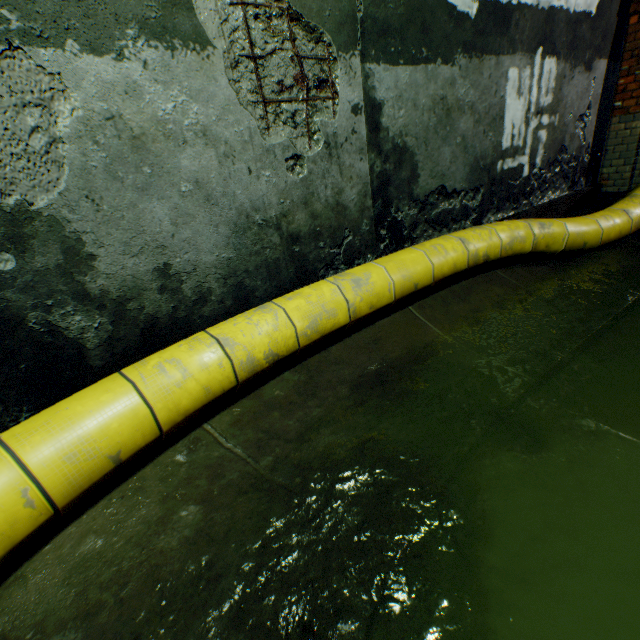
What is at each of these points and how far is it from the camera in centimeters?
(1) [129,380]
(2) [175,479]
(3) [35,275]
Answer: (1) large conduit, 154cm
(2) building tunnel, 163cm
(3) building tunnel, 145cm

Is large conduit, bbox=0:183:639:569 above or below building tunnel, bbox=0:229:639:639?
above

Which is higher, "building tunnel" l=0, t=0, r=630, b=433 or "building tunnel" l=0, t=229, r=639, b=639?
"building tunnel" l=0, t=0, r=630, b=433

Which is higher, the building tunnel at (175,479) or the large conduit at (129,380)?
the large conduit at (129,380)
